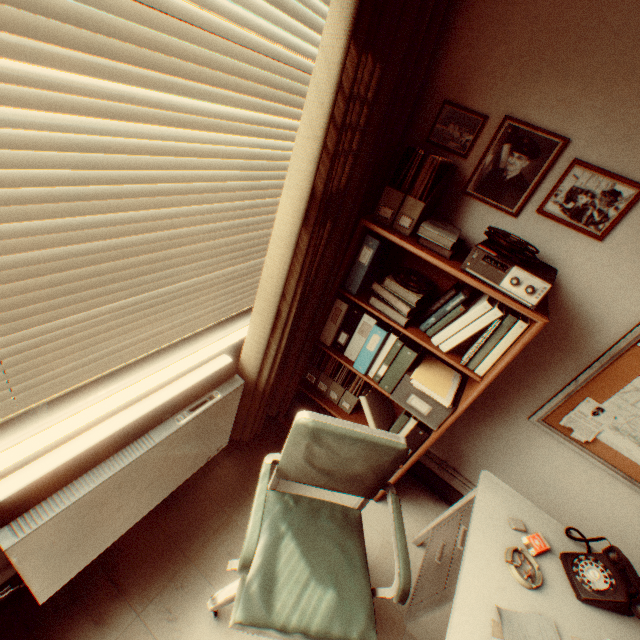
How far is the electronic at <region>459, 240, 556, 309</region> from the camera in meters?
1.5

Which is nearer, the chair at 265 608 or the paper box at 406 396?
the chair at 265 608

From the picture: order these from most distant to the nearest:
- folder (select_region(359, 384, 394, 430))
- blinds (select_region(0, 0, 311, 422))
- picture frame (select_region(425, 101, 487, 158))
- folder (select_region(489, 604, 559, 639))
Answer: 1. folder (select_region(359, 384, 394, 430))
2. picture frame (select_region(425, 101, 487, 158))
3. folder (select_region(489, 604, 559, 639))
4. blinds (select_region(0, 0, 311, 422))

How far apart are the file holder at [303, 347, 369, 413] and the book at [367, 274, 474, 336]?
0.6m

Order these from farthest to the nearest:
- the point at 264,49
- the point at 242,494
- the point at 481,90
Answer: the point at 242,494
the point at 481,90
the point at 264,49

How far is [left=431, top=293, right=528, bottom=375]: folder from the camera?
1.7 meters

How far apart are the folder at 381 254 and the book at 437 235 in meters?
0.2 m

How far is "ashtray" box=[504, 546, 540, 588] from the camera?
1.5 meters
